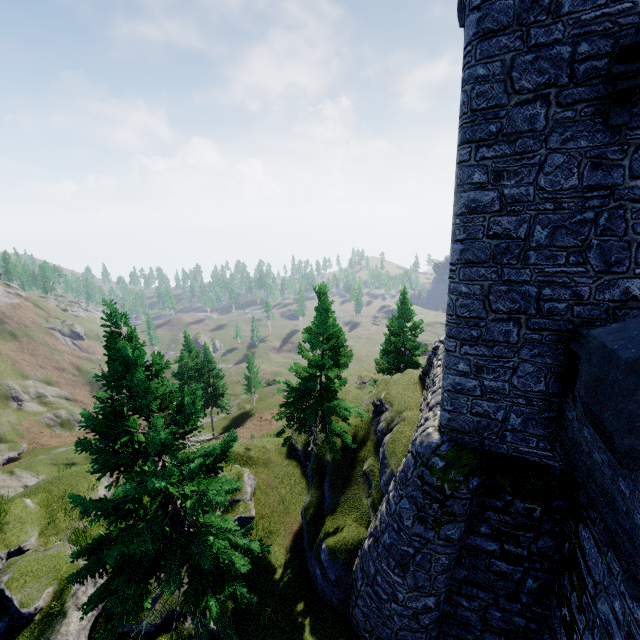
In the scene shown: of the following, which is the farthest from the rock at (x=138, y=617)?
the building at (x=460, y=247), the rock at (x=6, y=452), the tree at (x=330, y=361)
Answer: the rock at (x=6, y=452)

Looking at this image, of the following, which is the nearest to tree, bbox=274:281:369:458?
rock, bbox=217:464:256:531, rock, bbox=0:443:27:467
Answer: rock, bbox=217:464:256:531

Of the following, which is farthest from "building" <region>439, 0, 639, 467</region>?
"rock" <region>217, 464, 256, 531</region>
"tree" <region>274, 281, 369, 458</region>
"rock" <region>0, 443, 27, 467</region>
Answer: "rock" <region>0, 443, 27, 467</region>

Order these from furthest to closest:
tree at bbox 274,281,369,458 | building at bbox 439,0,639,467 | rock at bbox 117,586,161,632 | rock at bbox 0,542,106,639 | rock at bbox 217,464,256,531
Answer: rock at bbox 217,464,256,531
tree at bbox 274,281,369,458
rock at bbox 117,586,161,632
rock at bbox 0,542,106,639
building at bbox 439,0,639,467

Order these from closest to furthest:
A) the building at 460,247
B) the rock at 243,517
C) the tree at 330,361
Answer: the building at 460,247 → the tree at 330,361 → the rock at 243,517

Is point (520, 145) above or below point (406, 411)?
above

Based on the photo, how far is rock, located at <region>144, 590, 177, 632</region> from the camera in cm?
1204
